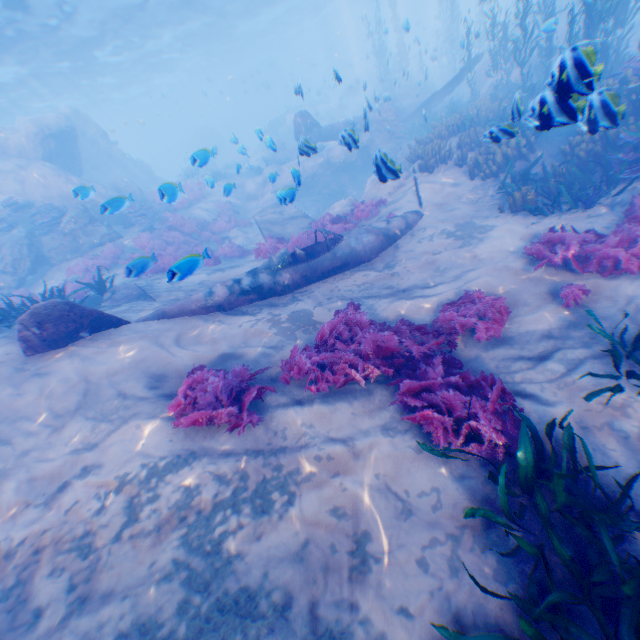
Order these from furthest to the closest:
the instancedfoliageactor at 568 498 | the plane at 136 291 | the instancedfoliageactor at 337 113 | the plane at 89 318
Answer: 1. the instancedfoliageactor at 337 113
2. the plane at 136 291
3. the plane at 89 318
4. the instancedfoliageactor at 568 498

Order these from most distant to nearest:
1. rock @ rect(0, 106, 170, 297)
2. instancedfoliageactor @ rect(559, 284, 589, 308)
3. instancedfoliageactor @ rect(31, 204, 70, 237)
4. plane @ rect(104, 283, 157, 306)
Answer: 1. instancedfoliageactor @ rect(31, 204, 70, 237)
2. rock @ rect(0, 106, 170, 297)
3. plane @ rect(104, 283, 157, 306)
4. instancedfoliageactor @ rect(559, 284, 589, 308)

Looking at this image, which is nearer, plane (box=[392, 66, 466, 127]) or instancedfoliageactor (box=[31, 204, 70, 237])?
instancedfoliageactor (box=[31, 204, 70, 237])

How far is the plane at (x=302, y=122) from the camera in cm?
726

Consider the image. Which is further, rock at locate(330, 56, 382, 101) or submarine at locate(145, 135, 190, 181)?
submarine at locate(145, 135, 190, 181)

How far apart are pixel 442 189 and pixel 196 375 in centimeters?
1003cm

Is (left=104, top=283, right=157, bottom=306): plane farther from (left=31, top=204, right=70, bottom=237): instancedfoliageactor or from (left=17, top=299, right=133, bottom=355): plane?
(left=31, top=204, right=70, bottom=237): instancedfoliageactor

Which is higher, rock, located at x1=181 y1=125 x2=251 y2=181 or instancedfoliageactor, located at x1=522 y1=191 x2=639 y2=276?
rock, located at x1=181 y1=125 x2=251 y2=181
